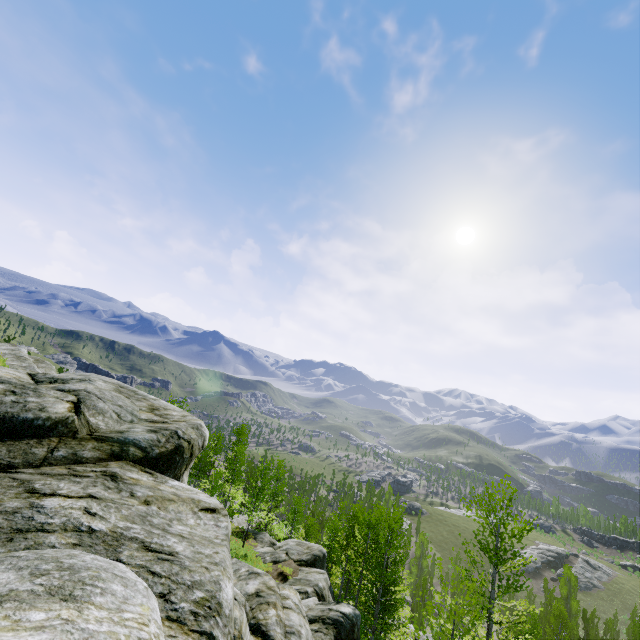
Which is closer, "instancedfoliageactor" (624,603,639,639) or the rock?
the rock

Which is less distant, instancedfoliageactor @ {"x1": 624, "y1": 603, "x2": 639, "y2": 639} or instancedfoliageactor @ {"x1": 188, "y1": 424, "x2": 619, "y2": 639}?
instancedfoliageactor @ {"x1": 188, "y1": 424, "x2": 619, "y2": 639}

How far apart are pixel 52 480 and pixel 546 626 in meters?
60.5 m

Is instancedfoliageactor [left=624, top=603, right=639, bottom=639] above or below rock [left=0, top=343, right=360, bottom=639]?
below

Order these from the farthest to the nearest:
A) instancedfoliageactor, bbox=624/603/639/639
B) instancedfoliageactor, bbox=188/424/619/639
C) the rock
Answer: instancedfoliageactor, bbox=624/603/639/639 → instancedfoliageactor, bbox=188/424/619/639 → the rock

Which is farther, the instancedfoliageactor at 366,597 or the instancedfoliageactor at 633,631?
the instancedfoliageactor at 633,631

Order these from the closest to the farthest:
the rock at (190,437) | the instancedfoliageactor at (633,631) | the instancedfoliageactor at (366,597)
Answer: the rock at (190,437), the instancedfoliageactor at (366,597), the instancedfoliageactor at (633,631)
